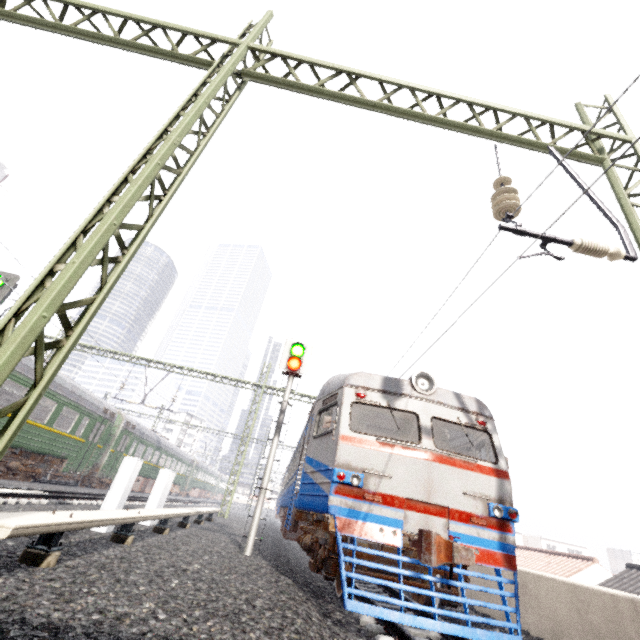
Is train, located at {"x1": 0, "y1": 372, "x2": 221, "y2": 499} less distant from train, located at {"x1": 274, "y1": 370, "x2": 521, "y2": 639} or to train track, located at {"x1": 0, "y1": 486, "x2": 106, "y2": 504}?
train track, located at {"x1": 0, "y1": 486, "x2": 106, "y2": 504}

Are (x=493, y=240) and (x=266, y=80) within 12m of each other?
yes

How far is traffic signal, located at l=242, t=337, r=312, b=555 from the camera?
8.1m

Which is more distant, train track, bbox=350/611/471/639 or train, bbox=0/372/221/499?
train, bbox=0/372/221/499

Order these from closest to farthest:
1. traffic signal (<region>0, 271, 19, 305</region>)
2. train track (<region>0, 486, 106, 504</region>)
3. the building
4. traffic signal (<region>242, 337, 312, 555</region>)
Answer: traffic signal (<region>242, 337, 312, 555</region>), train track (<region>0, 486, 106, 504</region>), traffic signal (<region>0, 271, 19, 305</region>), the building

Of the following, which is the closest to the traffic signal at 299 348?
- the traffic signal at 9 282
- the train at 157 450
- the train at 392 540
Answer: the train at 392 540

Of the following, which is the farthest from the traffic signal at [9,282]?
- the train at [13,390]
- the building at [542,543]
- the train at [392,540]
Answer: the building at [542,543]

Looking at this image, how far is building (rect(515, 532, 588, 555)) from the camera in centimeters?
4856cm
